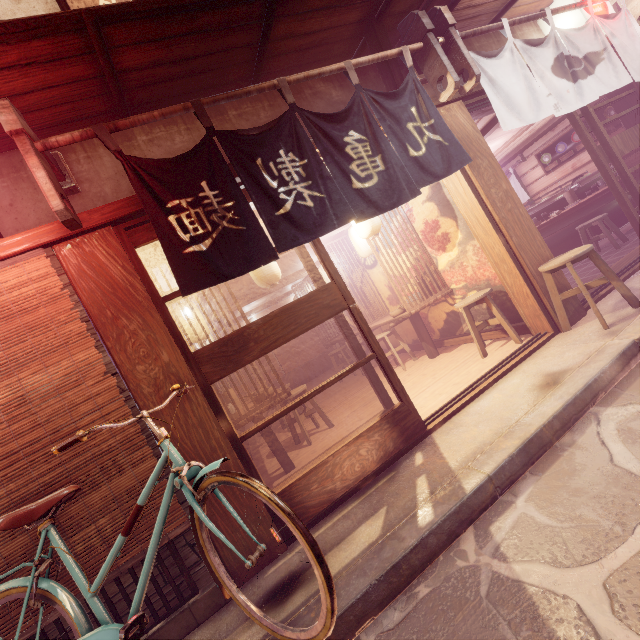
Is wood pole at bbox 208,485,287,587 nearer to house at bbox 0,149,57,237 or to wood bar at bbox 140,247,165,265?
wood bar at bbox 140,247,165,265

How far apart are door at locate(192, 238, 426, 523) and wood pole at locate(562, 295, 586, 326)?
3.54m

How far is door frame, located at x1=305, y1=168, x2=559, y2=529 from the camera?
5.1m

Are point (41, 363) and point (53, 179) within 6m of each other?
yes

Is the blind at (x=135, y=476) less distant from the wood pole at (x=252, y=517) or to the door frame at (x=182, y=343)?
the wood pole at (x=252, y=517)

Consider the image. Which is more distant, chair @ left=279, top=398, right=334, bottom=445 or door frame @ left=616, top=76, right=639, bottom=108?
door frame @ left=616, top=76, right=639, bottom=108

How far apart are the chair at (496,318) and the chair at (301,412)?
4.0m

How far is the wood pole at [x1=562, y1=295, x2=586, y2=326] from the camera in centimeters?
648cm
